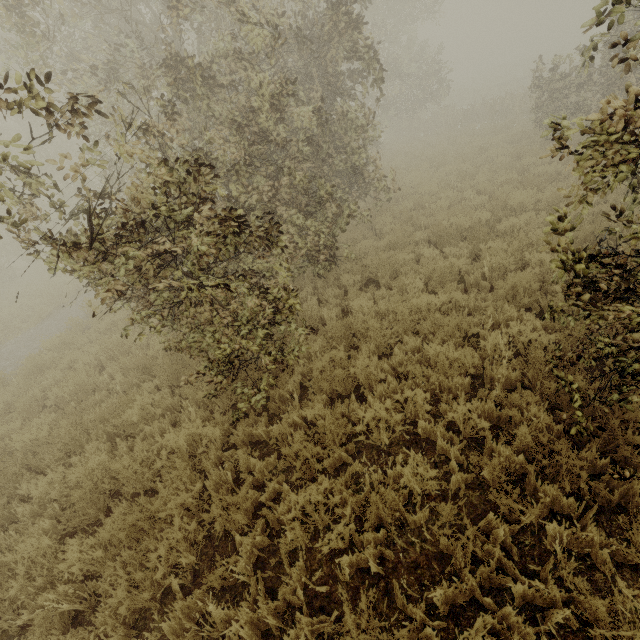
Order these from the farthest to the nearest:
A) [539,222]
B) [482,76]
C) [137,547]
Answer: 1. [482,76]
2. [539,222]
3. [137,547]
